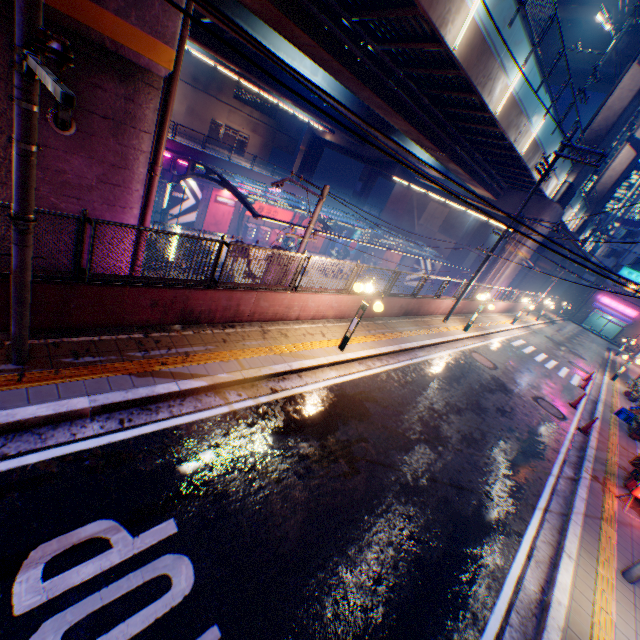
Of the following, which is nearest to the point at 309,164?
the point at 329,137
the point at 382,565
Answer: the point at 329,137

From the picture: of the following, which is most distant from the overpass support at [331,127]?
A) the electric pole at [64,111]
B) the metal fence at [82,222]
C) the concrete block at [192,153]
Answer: the concrete block at [192,153]

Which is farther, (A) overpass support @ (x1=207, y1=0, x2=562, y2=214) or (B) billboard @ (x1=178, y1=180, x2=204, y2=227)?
(B) billboard @ (x1=178, y1=180, x2=204, y2=227)

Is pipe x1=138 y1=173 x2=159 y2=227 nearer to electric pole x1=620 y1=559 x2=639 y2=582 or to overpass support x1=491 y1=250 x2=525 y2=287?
overpass support x1=491 y1=250 x2=525 y2=287

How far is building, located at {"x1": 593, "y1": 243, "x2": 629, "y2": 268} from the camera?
Result: 46.3m

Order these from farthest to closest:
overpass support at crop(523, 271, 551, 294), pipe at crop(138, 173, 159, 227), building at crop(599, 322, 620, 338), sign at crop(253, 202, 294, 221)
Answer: building at crop(599, 322, 620, 338) < overpass support at crop(523, 271, 551, 294) < sign at crop(253, 202, 294, 221) < pipe at crop(138, 173, 159, 227)

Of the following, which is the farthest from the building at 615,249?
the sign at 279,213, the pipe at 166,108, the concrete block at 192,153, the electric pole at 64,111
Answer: the electric pole at 64,111

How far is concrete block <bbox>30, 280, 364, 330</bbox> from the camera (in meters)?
5.62
